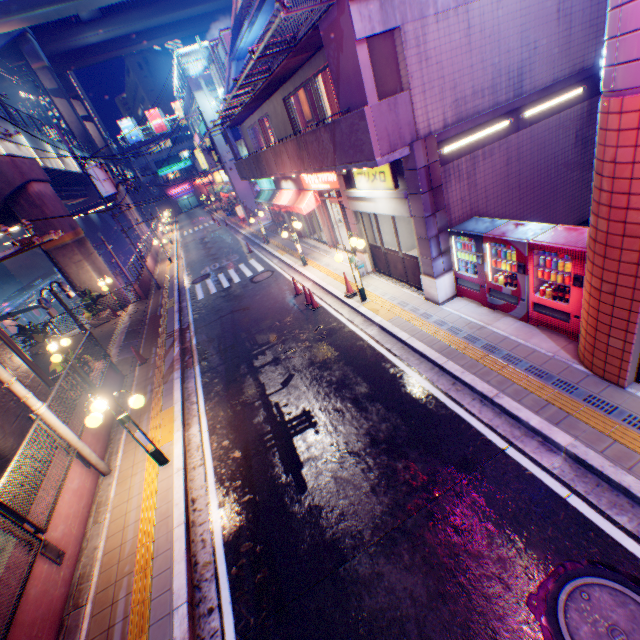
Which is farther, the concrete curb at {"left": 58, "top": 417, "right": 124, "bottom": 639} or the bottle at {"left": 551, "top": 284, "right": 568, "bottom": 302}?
the bottle at {"left": 551, "top": 284, "right": 568, "bottom": 302}

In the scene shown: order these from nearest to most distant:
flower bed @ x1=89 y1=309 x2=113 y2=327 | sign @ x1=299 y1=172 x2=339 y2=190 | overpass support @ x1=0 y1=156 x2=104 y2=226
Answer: sign @ x1=299 y1=172 x2=339 y2=190, overpass support @ x1=0 y1=156 x2=104 y2=226, flower bed @ x1=89 y1=309 x2=113 y2=327

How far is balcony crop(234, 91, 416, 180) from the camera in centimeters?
706cm

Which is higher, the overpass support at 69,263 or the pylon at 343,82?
the pylon at 343,82

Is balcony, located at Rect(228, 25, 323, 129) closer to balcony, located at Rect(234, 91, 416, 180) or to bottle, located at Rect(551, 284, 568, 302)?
balcony, located at Rect(234, 91, 416, 180)

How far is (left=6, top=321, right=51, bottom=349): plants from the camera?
17.11m

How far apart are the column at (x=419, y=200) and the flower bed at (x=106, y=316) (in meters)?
17.41

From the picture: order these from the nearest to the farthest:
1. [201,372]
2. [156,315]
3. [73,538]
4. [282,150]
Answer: [73,538] → [201,372] → [282,150] → [156,315]
